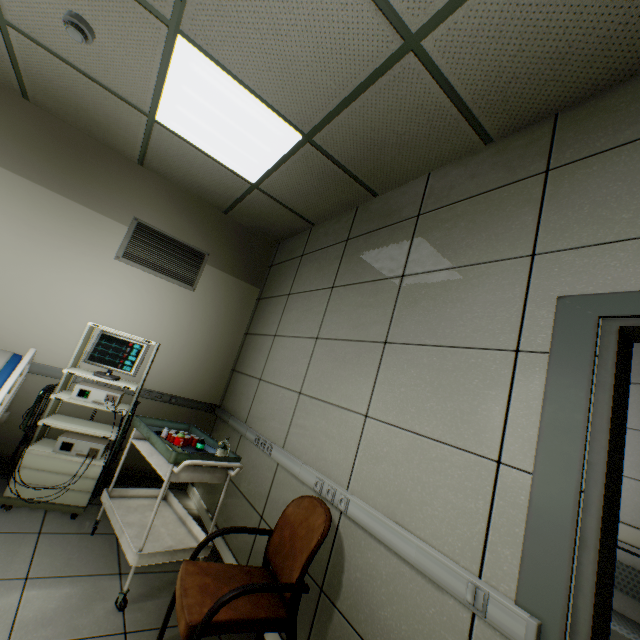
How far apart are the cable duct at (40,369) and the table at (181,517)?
1.1m

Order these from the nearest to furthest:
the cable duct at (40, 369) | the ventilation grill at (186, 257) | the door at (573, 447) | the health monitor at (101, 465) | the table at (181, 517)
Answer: the door at (573, 447), the table at (181, 517), the health monitor at (101, 465), the cable duct at (40, 369), the ventilation grill at (186, 257)

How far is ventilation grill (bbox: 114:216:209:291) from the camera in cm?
350

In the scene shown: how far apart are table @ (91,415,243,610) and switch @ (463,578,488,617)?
1.5m

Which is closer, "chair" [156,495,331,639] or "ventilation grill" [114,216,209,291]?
"chair" [156,495,331,639]

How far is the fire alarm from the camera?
2.00m

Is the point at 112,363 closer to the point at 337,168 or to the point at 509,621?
the point at 337,168

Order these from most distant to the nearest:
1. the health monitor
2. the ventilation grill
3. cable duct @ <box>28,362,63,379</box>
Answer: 1. the ventilation grill
2. cable duct @ <box>28,362,63,379</box>
3. the health monitor
